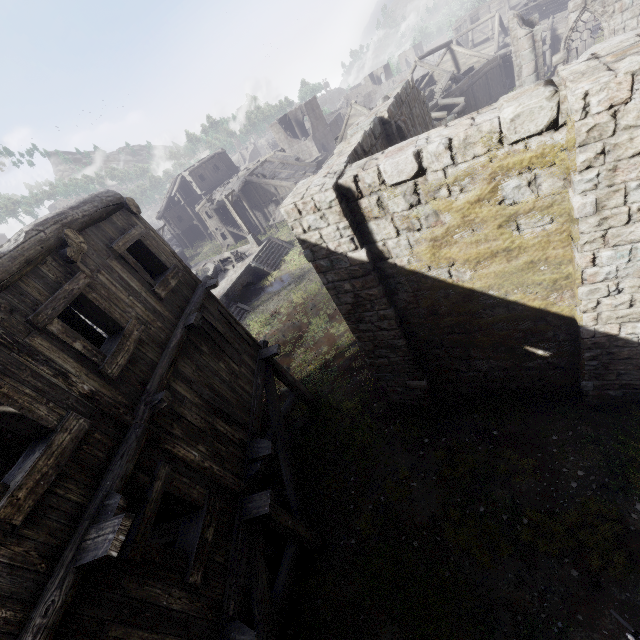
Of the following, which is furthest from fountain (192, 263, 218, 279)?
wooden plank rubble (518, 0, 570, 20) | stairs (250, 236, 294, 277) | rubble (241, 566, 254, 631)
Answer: wooden plank rubble (518, 0, 570, 20)

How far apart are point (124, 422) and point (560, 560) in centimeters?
795cm

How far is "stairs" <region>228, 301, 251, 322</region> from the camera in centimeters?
2217cm

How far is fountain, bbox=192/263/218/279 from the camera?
26.2m

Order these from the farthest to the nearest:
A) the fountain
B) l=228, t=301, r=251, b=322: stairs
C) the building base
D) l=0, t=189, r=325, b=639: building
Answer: the fountain < the building base < l=228, t=301, r=251, b=322: stairs < l=0, t=189, r=325, b=639: building

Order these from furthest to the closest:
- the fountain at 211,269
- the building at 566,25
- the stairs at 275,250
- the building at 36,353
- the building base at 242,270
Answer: the fountain at 211,269
the stairs at 275,250
the building base at 242,270
the building at 566,25
the building at 36,353

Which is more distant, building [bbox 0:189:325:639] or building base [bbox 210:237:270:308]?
building base [bbox 210:237:270:308]

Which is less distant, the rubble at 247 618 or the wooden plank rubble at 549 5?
the rubble at 247 618
